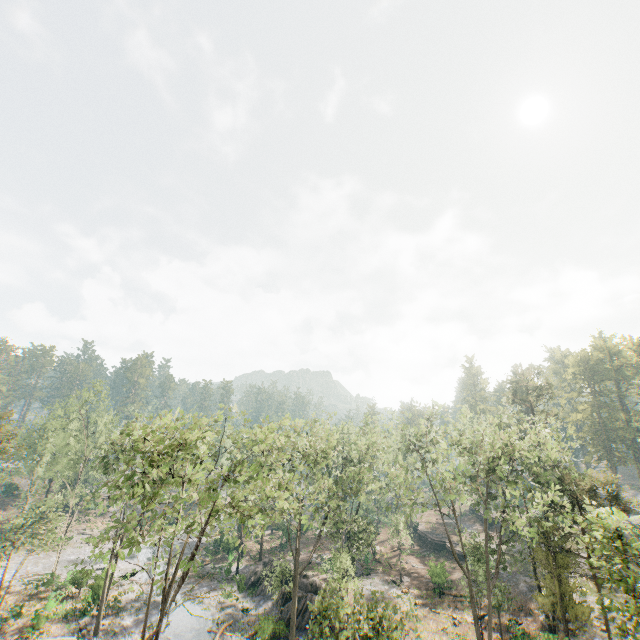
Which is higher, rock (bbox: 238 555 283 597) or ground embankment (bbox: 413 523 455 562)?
ground embankment (bbox: 413 523 455 562)

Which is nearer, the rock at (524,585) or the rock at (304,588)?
the rock at (304,588)

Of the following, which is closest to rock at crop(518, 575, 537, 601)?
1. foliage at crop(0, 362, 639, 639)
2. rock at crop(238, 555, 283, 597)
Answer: foliage at crop(0, 362, 639, 639)

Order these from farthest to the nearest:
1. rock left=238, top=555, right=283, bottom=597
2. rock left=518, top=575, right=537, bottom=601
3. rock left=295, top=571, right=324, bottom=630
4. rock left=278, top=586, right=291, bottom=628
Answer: rock left=238, top=555, right=283, bottom=597, rock left=518, top=575, right=537, bottom=601, rock left=278, top=586, right=291, bottom=628, rock left=295, top=571, right=324, bottom=630

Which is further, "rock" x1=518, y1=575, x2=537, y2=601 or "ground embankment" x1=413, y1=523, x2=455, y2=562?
"ground embankment" x1=413, y1=523, x2=455, y2=562

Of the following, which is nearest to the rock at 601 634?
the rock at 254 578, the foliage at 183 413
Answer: the foliage at 183 413

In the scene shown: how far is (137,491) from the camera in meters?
18.3

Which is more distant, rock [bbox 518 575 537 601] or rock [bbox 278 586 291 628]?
rock [bbox 518 575 537 601]
